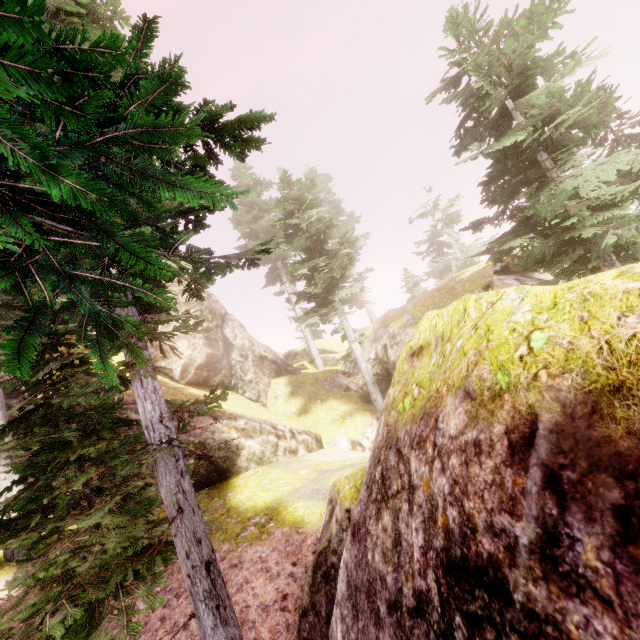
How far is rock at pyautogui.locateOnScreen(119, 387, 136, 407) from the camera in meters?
13.3

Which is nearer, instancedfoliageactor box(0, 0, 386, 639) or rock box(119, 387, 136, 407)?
instancedfoliageactor box(0, 0, 386, 639)

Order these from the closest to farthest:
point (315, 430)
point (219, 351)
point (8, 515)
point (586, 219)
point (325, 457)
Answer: point (8, 515), point (586, 219), point (325, 457), point (315, 430), point (219, 351)

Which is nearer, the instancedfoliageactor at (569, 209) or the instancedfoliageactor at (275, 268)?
the instancedfoliageactor at (275, 268)

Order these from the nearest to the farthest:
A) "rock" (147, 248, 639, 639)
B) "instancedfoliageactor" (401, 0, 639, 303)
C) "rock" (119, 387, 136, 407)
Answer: "rock" (147, 248, 639, 639) → "instancedfoliageactor" (401, 0, 639, 303) → "rock" (119, 387, 136, 407)

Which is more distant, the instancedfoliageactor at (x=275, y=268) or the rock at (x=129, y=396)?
the rock at (x=129, y=396)
